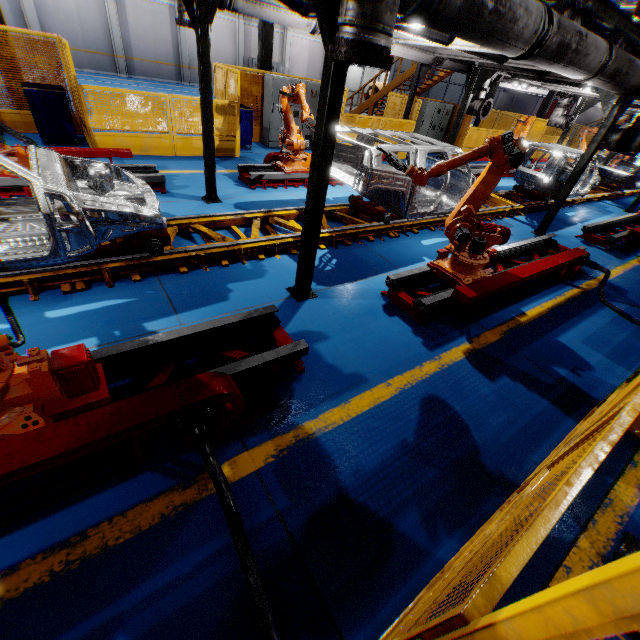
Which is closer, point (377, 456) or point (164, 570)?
point (164, 570)

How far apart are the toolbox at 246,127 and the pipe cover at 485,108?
7.31m

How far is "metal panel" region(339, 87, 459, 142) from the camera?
11.9 meters

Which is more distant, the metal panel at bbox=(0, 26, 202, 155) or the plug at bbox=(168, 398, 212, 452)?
the metal panel at bbox=(0, 26, 202, 155)

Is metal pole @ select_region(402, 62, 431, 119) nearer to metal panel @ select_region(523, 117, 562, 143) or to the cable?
metal panel @ select_region(523, 117, 562, 143)

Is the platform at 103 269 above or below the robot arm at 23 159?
below

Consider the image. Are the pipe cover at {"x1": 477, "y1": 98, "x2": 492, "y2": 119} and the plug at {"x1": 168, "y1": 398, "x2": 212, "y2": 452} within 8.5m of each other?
no

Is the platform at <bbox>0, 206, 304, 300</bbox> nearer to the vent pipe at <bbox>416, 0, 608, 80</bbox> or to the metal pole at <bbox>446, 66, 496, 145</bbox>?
the metal pole at <bbox>446, 66, 496, 145</bbox>
